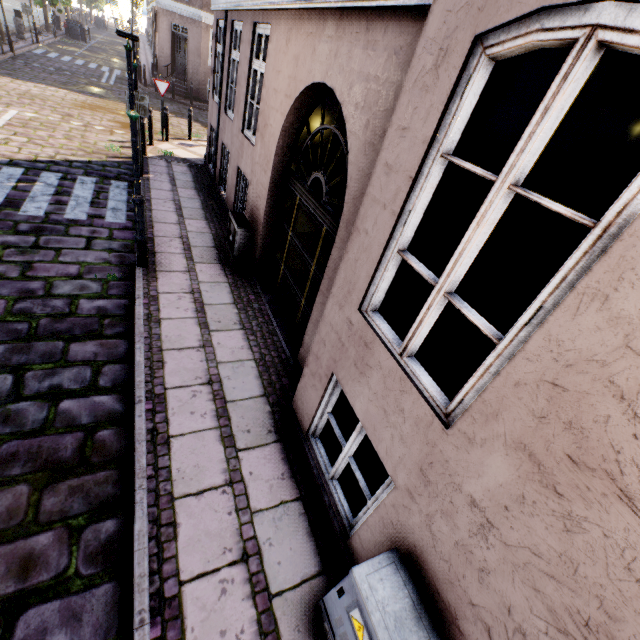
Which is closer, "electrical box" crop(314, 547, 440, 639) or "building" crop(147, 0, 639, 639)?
"building" crop(147, 0, 639, 639)

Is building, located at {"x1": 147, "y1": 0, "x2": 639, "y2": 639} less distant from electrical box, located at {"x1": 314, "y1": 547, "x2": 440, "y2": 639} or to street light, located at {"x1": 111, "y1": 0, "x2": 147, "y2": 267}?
electrical box, located at {"x1": 314, "y1": 547, "x2": 440, "y2": 639}

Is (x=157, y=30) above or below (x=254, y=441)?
above

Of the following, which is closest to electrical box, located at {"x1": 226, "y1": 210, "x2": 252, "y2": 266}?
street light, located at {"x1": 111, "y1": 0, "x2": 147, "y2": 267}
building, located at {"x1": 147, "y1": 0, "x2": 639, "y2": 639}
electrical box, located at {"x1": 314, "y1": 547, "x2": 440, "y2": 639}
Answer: building, located at {"x1": 147, "y1": 0, "x2": 639, "y2": 639}

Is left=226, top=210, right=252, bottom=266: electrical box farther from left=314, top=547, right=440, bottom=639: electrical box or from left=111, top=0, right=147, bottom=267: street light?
left=314, top=547, right=440, bottom=639: electrical box

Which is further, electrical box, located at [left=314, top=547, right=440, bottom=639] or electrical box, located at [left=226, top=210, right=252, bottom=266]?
electrical box, located at [left=226, top=210, right=252, bottom=266]

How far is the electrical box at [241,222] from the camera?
6.10m

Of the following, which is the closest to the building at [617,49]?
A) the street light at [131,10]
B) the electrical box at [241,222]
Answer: the electrical box at [241,222]
